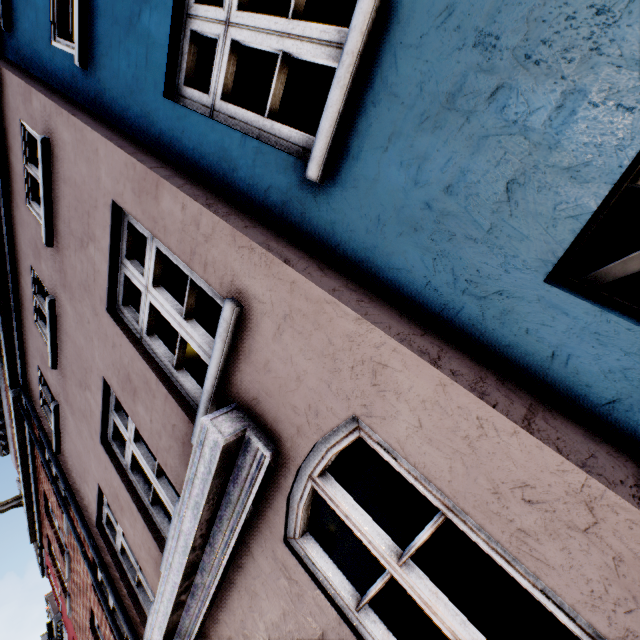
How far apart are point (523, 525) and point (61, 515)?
9.0m
